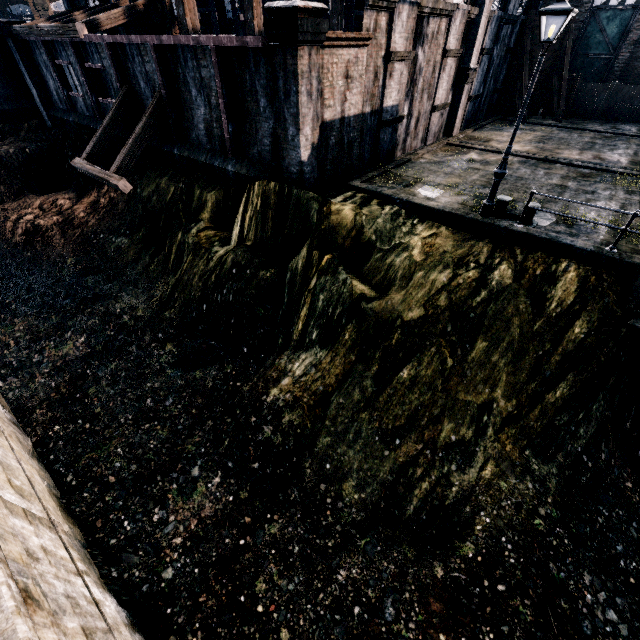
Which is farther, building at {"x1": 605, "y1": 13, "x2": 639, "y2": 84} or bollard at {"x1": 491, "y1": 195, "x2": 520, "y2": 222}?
building at {"x1": 605, "y1": 13, "x2": 639, "y2": 84}

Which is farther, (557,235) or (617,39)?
(617,39)

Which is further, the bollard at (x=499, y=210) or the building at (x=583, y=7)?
the building at (x=583, y=7)

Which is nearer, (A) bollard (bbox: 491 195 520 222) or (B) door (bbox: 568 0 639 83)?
(A) bollard (bbox: 491 195 520 222)

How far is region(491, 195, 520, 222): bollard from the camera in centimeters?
1185cm

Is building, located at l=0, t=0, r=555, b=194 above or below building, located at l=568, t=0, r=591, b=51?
below

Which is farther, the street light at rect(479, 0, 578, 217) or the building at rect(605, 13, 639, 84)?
the building at rect(605, 13, 639, 84)

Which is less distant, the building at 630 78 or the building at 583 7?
the building at 630 78
